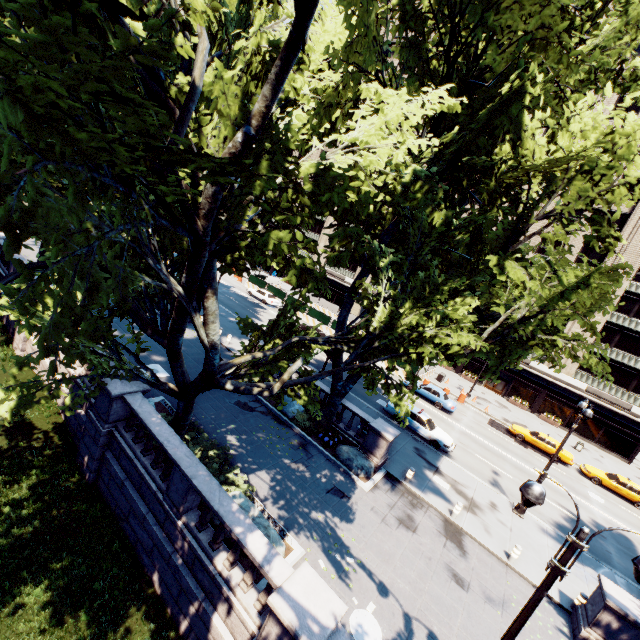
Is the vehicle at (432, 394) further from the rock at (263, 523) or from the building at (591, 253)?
the rock at (263, 523)

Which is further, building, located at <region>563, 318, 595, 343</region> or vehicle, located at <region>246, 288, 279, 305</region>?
vehicle, located at <region>246, 288, 279, 305</region>

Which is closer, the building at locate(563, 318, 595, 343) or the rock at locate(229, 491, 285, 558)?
the rock at locate(229, 491, 285, 558)

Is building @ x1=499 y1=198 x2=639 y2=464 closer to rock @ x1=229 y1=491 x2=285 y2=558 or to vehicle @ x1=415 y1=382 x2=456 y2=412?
vehicle @ x1=415 y1=382 x2=456 y2=412

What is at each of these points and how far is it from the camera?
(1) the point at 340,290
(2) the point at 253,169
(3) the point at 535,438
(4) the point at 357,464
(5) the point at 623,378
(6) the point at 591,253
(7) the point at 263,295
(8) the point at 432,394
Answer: (1) building, 56.9 meters
(2) tree, 7.7 meters
(3) vehicle, 29.5 meters
(4) rock, 16.3 meters
(5) building, 36.9 meters
(6) building, 38.7 meters
(7) vehicle, 42.5 meters
(8) vehicle, 30.2 meters

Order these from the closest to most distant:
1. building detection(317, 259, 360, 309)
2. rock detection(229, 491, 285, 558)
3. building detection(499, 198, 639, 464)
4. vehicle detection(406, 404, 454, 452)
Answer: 1. rock detection(229, 491, 285, 558)
2. vehicle detection(406, 404, 454, 452)
3. building detection(499, 198, 639, 464)
4. building detection(317, 259, 360, 309)

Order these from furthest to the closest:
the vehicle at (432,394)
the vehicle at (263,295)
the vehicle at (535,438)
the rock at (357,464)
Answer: the vehicle at (263,295) < the vehicle at (432,394) < the vehicle at (535,438) < the rock at (357,464)

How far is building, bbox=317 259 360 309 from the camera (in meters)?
56.03
